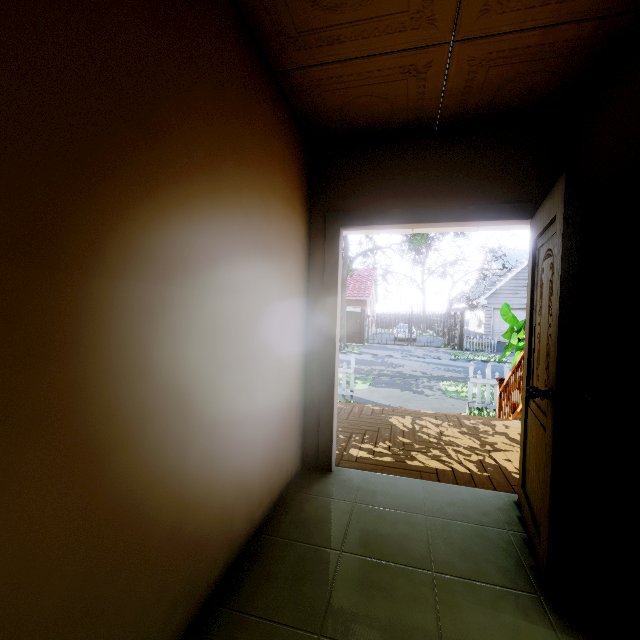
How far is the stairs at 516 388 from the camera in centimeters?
443cm

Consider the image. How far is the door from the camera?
1.53m

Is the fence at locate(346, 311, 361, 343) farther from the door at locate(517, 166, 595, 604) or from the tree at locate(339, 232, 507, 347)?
the door at locate(517, 166, 595, 604)

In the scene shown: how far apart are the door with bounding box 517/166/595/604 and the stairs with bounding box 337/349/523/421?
2.0m

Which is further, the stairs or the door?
the stairs

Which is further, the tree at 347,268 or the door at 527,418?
the tree at 347,268

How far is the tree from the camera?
15.6m

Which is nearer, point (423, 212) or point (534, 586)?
point (534, 586)
